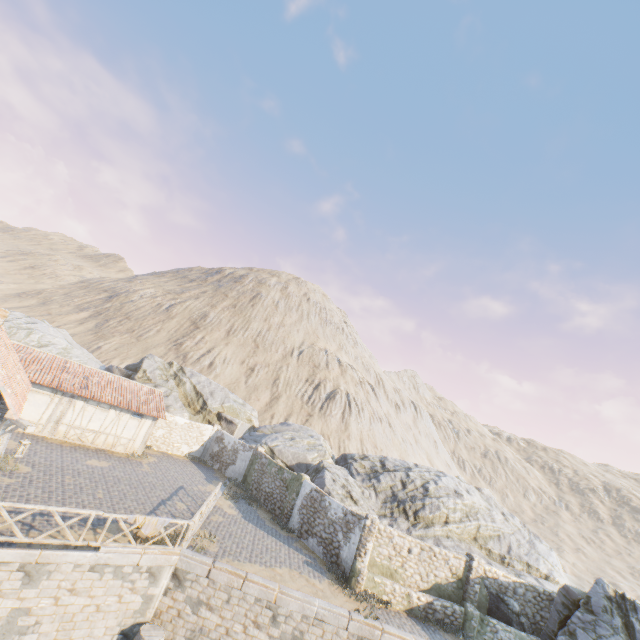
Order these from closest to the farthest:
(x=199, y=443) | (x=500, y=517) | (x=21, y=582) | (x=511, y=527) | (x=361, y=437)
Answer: (x=21, y=582)
(x=511, y=527)
(x=500, y=517)
(x=199, y=443)
(x=361, y=437)

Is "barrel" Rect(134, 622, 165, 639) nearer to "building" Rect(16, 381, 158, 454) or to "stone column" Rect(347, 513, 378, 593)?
"stone column" Rect(347, 513, 378, 593)

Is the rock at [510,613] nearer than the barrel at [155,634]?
No

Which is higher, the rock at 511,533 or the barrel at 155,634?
the rock at 511,533

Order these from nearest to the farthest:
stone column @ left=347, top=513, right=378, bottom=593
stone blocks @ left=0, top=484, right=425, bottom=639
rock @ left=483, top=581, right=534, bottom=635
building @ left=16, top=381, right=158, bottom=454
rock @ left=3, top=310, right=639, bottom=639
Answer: stone blocks @ left=0, top=484, right=425, bottom=639 → rock @ left=3, top=310, right=639, bottom=639 → stone column @ left=347, top=513, right=378, bottom=593 → rock @ left=483, top=581, right=534, bottom=635 → building @ left=16, top=381, right=158, bottom=454

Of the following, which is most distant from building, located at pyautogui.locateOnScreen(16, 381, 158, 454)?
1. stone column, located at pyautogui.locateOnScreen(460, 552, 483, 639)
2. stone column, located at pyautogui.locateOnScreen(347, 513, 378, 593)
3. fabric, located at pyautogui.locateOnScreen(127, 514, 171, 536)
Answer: stone column, located at pyautogui.locateOnScreen(460, 552, 483, 639)

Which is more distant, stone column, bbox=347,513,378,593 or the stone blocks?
stone column, bbox=347,513,378,593

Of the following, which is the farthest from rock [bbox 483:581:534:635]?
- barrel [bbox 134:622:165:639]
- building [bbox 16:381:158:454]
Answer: barrel [bbox 134:622:165:639]
